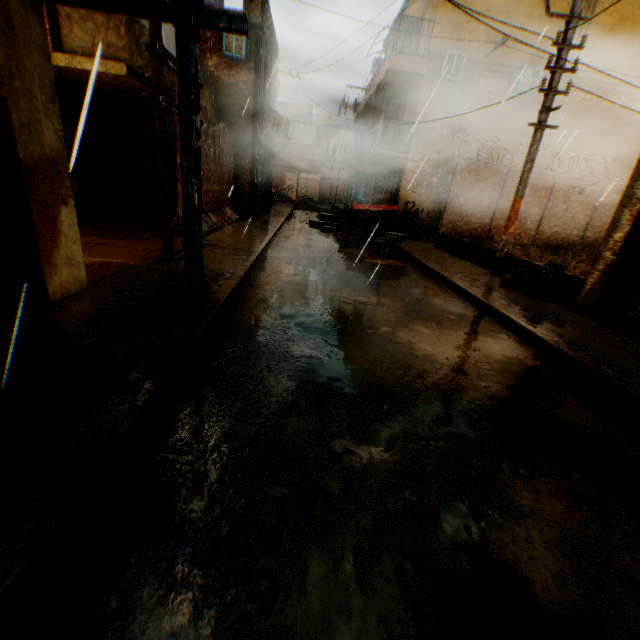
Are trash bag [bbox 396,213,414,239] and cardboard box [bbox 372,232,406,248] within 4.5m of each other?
yes

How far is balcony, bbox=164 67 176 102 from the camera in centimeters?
802cm

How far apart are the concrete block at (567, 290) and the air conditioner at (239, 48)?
3.73m

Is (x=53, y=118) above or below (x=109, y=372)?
above

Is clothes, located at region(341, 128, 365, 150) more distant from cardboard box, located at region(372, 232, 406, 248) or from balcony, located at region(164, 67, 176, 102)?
cardboard box, located at region(372, 232, 406, 248)

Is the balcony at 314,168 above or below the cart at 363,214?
above

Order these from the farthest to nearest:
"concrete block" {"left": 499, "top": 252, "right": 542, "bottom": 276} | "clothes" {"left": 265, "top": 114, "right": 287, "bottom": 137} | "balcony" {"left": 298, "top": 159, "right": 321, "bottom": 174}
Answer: "balcony" {"left": 298, "top": 159, "right": 321, "bottom": 174}
"clothes" {"left": 265, "top": 114, "right": 287, "bottom": 137}
"concrete block" {"left": 499, "top": 252, "right": 542, "bottom": 276}

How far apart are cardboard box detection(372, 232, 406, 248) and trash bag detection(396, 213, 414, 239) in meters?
0.2
